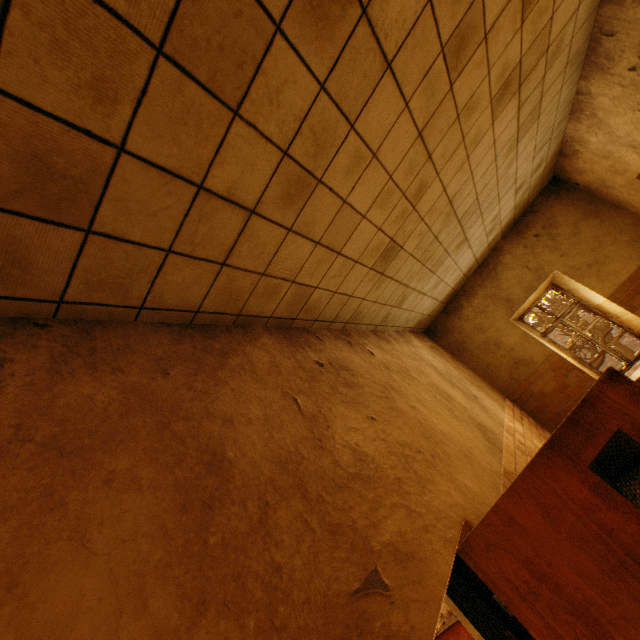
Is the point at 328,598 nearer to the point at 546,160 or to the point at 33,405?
the point at 33,405

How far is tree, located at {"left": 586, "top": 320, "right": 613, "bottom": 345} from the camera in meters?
17.8

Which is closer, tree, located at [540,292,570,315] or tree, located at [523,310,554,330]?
tree, located at [523,310,554,330]

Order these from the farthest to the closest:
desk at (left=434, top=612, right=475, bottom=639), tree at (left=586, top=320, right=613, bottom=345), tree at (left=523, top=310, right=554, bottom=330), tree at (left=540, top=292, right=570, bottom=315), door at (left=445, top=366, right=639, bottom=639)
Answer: tree at (left=540, top=292, right=570, bottom=315) → tree at (left=586, top=320, right=613, bottom=345) → tree at (left=523, top=310, right=554, bottom=330) → desk at (left=434, top=612, right=475, bottom=639) → door at (left=445, top=366, right=639, bottom=639)

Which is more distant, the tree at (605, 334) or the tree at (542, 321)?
the tree at (605, 334)

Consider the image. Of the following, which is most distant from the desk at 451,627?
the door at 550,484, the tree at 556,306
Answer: the tree at 556,306
